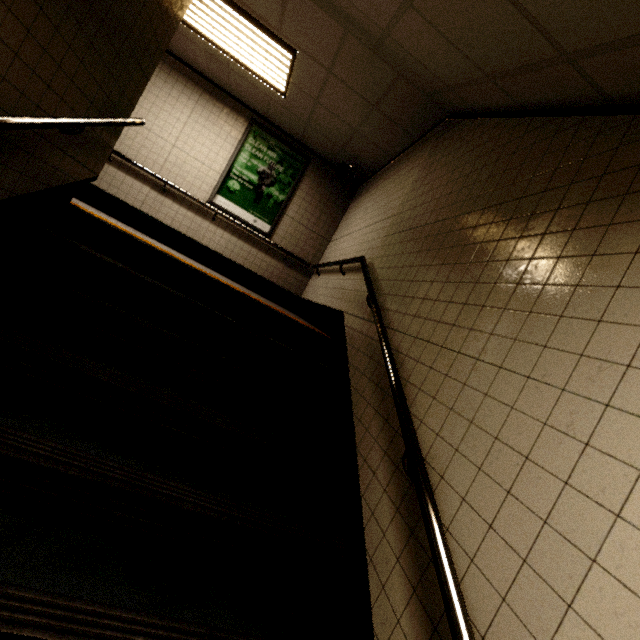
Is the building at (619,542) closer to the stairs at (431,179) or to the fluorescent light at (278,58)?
the stairs at (431,179)

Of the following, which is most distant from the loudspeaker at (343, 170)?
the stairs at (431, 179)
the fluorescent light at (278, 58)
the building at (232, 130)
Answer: the stairs at (431, 179)

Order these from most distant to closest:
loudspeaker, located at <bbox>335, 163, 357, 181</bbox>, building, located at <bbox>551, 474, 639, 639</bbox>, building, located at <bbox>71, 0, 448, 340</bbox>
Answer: loudspeaker, located at <bbox>335, 163, 357, 181</bbox>
building, located at <bbox>71, 0, 448, 340</bbox>
building, located at <bbox>551, 474, 639, 639</bbox>

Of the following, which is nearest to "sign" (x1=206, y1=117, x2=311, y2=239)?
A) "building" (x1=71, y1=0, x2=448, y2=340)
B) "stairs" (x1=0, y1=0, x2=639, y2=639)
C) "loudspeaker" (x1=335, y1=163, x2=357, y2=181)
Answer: "building" (x1=71, y1=0, x2=448, y2=340)

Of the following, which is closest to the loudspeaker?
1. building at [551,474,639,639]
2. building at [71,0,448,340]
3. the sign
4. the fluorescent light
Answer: building at [71,0,448,340]

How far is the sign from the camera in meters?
6.0 m

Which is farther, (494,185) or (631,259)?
(494,185)

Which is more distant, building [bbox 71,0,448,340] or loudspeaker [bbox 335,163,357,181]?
loudspeaker [bbox 335,163,357,181]
